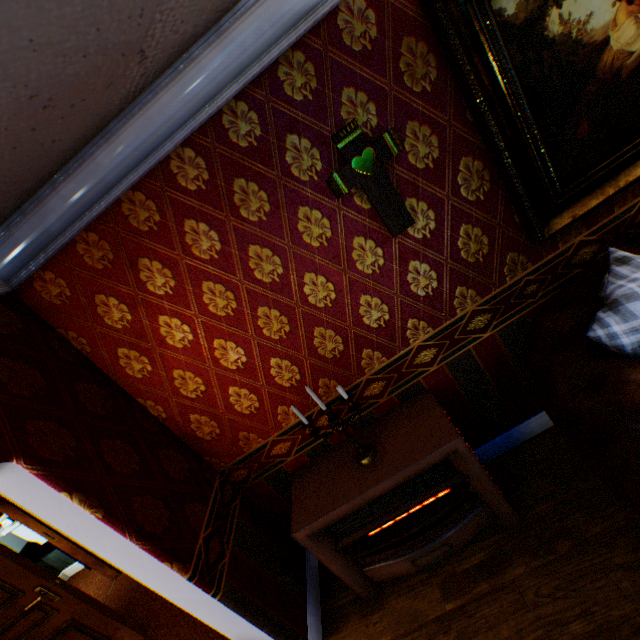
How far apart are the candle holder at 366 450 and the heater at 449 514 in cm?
1

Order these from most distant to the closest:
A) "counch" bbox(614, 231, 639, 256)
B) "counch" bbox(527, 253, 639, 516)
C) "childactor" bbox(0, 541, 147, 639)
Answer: "childactor" bbox(0, 541, 147, 639) → "counch" bbox(614, 231, 639, 256) → "counch" bbox(527, 253, 639, 516)

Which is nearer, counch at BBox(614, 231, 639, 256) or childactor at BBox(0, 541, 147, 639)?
counch at BBox(614, 231, 639, 256)

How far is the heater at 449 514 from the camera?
1.9m

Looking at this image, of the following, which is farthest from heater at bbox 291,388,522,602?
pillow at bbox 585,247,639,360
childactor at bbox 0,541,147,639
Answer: childactor at bbox 0,541,147,639

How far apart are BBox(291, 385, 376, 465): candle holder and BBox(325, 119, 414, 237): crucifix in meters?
0.9

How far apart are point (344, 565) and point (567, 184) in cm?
272

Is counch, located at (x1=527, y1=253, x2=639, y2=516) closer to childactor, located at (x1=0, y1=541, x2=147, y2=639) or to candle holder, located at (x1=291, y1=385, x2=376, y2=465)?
candle holder, located at (x1=291, y1=385, x2=376, y2=465)
